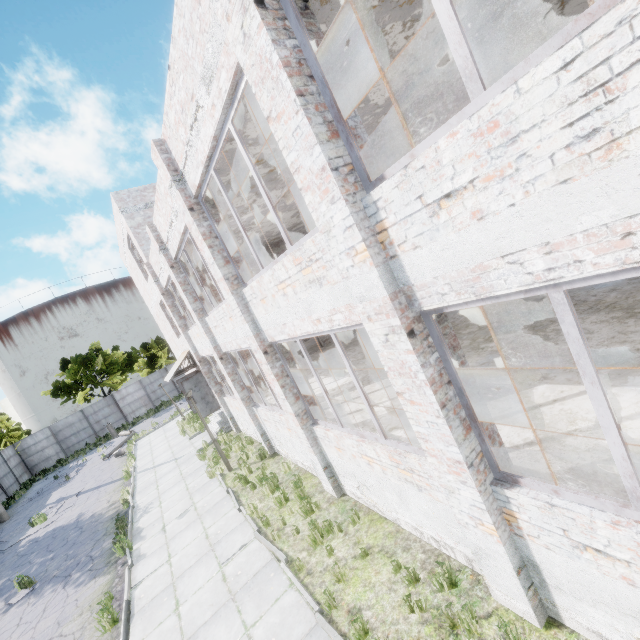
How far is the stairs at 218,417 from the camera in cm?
1645

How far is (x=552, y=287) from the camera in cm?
239

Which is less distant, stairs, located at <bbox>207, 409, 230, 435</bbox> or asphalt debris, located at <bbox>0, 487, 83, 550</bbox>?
asphalt debris, located at <bbox>0, 487, 83, 550</bbox>

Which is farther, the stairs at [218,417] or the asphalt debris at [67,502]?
the stairs at [218,417]

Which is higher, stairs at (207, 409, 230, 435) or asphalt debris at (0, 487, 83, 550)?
stairs at (207, 409, 230, 435)

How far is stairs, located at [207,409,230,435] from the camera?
16.45m
